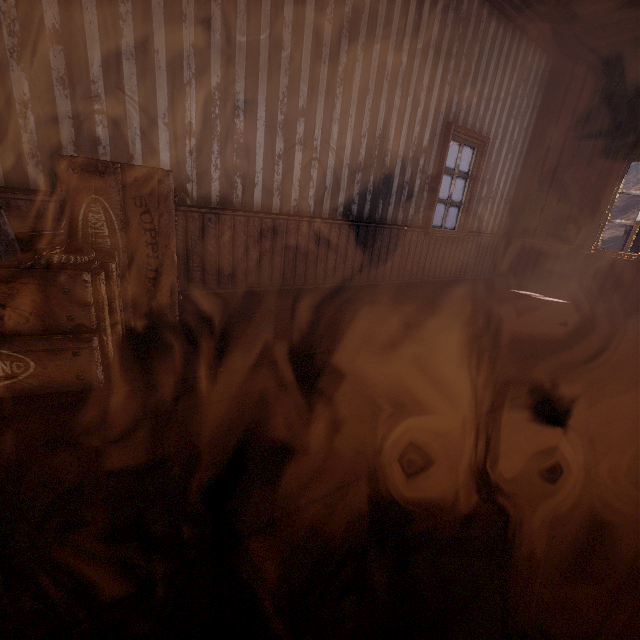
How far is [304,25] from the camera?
3.1m

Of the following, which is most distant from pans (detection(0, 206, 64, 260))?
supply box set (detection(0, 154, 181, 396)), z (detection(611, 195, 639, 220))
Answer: z (detection(611, 195, 639, 220))

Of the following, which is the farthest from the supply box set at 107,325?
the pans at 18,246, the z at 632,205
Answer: the z at 632,205

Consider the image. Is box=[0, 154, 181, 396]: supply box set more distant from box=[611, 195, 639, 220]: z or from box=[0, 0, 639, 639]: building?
box=[611, 195, 639, 220]: z

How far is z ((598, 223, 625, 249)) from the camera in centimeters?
5103cm

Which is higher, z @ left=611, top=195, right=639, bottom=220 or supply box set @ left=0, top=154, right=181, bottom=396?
z @ left=611, top=195, right=639, bottom=220

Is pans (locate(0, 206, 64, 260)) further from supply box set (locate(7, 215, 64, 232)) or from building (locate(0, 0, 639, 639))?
building (locate(0, 0, 639, 639))
